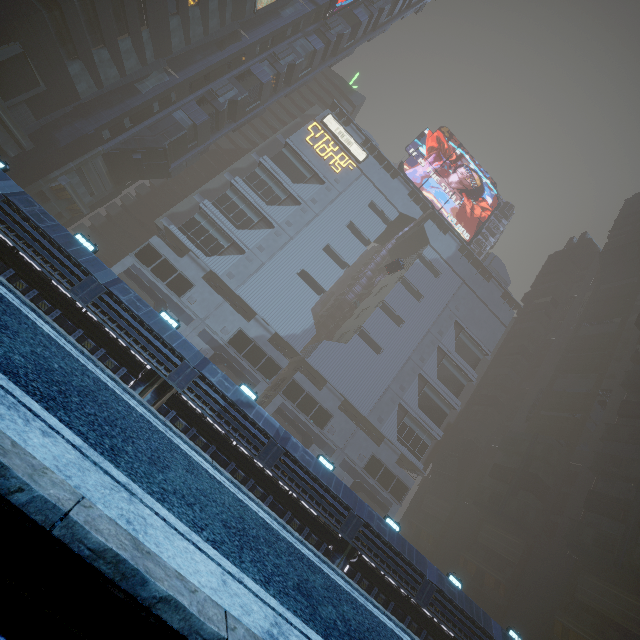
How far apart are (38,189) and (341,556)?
43.4m

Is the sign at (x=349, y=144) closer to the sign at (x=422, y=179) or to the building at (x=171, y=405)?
the building at (x=171, y=405)

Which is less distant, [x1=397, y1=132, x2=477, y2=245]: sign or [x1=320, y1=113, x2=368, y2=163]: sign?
[x1=320, y1=113, x2=368, y2=163]: sign

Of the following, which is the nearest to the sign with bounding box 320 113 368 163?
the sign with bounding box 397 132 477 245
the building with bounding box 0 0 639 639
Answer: the building with bounding box 0 0 639 639

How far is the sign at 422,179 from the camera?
57.5 meters

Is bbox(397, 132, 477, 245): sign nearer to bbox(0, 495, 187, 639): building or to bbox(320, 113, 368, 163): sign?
bbox(0, 495, 187, 639): building

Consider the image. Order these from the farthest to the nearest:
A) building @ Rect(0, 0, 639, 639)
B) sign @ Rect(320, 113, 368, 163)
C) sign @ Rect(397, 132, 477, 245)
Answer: sign @ Rect(397, 132, 477, 245) → sign @ Rect(320, 113, 368, 163) → building @ Rect(0, 0, 639, 639)
